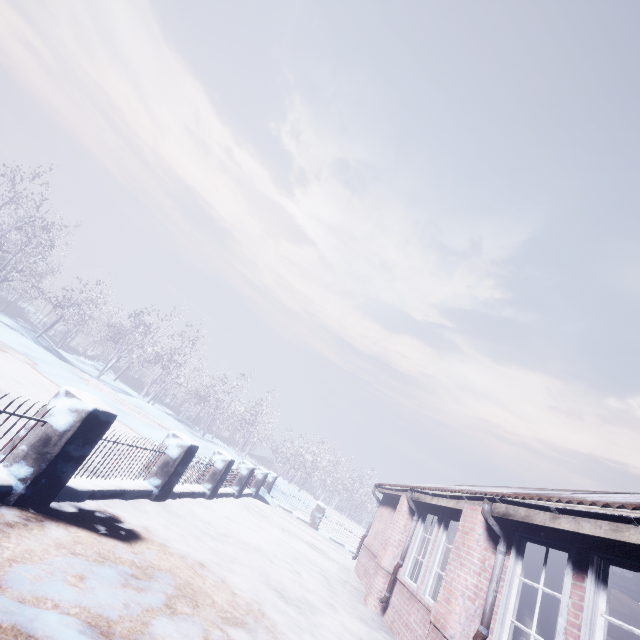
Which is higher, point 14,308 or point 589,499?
point 589,499

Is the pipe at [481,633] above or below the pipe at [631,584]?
below

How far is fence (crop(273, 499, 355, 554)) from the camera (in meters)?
12.74

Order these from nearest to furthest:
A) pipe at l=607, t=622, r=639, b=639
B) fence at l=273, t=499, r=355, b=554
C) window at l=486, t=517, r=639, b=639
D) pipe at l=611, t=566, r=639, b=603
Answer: window at l=486, t=517, r=639, b=639 → pipe at l=611, t=566, r=639, b=603 → pipe at l=607, t=622, r=639, b=639 → fence at l=273, t=499, r=355, b=554

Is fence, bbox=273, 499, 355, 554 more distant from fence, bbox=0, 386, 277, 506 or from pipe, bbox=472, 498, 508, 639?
pipe, bbox=472, 498, 508, 639

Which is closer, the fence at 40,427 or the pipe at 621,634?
the fence at 40,427

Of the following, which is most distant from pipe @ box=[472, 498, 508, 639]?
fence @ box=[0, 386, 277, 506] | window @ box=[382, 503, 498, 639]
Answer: fence @ box=[0, 386, 277, 506]

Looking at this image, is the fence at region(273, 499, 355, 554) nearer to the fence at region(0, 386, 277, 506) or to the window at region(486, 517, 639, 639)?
the fence at region(0, 386, 277, 506)
